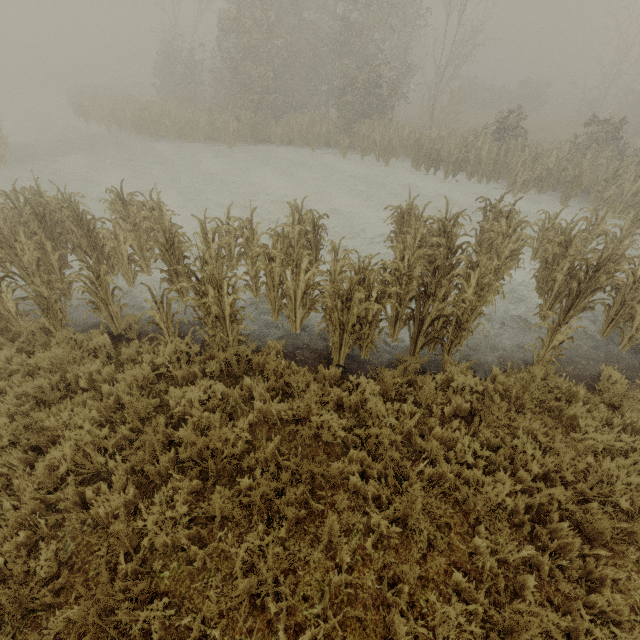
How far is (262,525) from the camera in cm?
340
